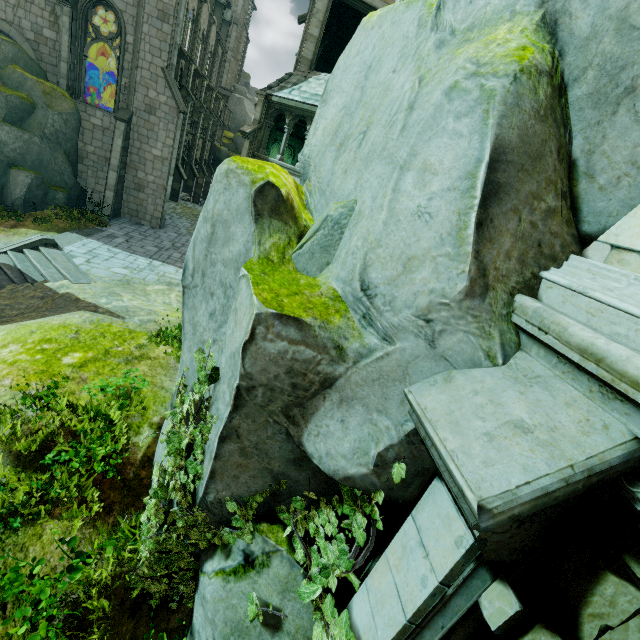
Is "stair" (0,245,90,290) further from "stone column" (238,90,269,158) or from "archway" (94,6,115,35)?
"archway" (94,6,115,35)

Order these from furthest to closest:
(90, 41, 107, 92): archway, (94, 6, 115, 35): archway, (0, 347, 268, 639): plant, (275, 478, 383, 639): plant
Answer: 1. (90, 41, 107, 92): archway
2. (94, 6, 115, 35): archway
3. (0, 347, 268, 639): plant
4. (275, 478, 383, 639): plant

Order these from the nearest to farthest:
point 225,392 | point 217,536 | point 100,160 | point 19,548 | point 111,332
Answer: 1. point 225,392
2. point 217,536
3. point 19,548
4. point 111,332
5. point 100,160

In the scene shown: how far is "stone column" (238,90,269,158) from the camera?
15.37m

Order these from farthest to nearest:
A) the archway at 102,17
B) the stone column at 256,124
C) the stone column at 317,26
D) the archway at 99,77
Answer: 1. the archway at 99,77
2. the archway at 102,17
3. the stone column at 256,124
4. the stone column at 317,26

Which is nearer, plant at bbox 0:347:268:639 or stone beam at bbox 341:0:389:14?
plant at bbox 0:347:268:639

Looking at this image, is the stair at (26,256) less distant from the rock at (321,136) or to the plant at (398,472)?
the rock at (321,136)
